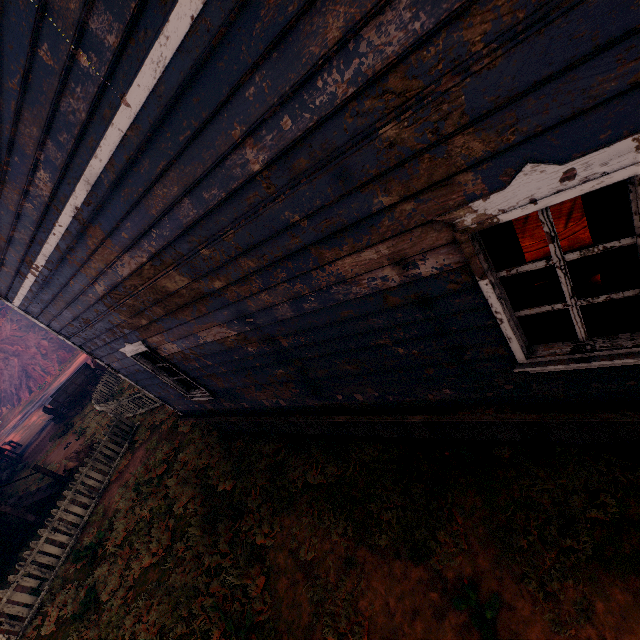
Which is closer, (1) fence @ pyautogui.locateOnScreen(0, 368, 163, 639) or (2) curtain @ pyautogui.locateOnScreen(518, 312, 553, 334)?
(2) curtain @ pyautogui.locateOnScreen(518, 312, 553, 334)

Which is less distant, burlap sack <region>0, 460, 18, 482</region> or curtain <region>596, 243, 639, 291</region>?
curtain <region>596, 243, 639, 291</region>

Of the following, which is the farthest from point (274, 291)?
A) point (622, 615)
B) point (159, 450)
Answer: point (159, 450)

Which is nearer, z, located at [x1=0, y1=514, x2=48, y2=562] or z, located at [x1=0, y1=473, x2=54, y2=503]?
z, located at [x1=0, y1=514, x2=48, y2=562]

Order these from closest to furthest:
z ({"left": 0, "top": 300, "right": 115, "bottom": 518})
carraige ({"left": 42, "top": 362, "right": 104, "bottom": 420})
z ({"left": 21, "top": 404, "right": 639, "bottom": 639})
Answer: z ({"left": 21, "top": 404, "right": 639, "bottom": 639})
z ({"left": 0, "top": 300, "right": 115, "bottom": 518})
carraige ({"left": 42, "top": 362, "right": 104, "bottom": 420})

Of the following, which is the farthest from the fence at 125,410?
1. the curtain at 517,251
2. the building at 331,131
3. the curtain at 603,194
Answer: the curtain at 603,194

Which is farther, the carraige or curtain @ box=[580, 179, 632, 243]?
the carraige

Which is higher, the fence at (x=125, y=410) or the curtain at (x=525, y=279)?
the curtain at (x=525, y=279)
